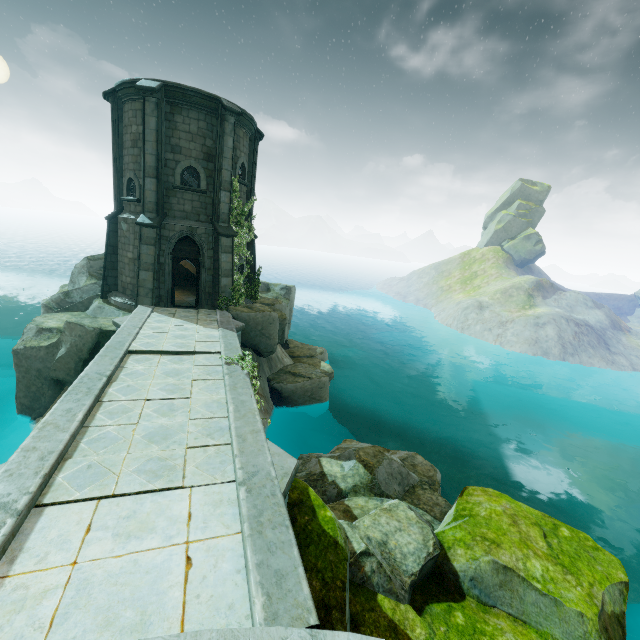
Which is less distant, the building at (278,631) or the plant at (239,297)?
the building at (278,631)

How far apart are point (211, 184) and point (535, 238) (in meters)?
62.75

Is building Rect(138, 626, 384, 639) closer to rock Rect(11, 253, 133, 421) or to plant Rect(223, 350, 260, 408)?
plant Rect(223, 350, 260, 408)

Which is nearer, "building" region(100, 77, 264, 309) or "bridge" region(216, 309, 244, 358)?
"bridge" region(216, 309, 244, 358)

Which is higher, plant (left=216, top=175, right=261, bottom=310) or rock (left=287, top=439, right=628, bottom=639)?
plant (left=216, top=175, right=261, bottom=310)

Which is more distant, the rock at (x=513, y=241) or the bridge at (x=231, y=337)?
the rock at (x=513, y=241)

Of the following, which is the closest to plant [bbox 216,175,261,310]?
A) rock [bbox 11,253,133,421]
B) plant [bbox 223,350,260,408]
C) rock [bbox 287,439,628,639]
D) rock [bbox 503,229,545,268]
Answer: rock [bbox 11,253,133,421]

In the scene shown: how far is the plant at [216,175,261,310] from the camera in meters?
16.4
